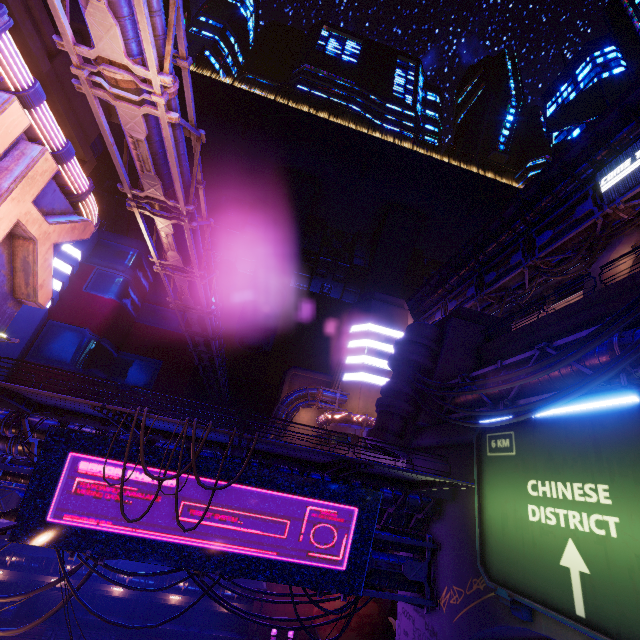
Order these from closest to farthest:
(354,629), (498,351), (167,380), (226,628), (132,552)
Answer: (132,552) → (498,351) → (226,628) → (354,629) → (167,380)

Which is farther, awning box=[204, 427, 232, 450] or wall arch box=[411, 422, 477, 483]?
wall arch box=[411, 422, 477, 483]

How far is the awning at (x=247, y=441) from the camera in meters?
10.4 m

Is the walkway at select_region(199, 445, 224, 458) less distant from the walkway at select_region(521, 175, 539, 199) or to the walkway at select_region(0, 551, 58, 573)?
the walkway at select_region(0, 551, 58, 573)

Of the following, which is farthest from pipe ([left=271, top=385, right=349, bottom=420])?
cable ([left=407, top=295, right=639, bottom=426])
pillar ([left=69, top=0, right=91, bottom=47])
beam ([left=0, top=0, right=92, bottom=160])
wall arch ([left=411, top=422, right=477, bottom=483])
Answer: cable ([left=407, top=295, right=639, bottom=426])

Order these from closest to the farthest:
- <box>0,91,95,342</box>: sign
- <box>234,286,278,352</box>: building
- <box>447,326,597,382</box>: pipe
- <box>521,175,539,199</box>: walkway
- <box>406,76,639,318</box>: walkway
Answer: <box>0,91,95,342</box>: sign
<box>447,326,597,382</box>: pipe
<box>406,76,639,318</box>: walkway
<box>521,175,539,199</box>: walkway
<box>234,286,278,352</box>: building

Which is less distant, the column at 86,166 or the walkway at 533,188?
the column at 86,166

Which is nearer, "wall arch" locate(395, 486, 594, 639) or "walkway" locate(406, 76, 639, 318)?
"wall arch" locate(395, 486, 594, 639)
